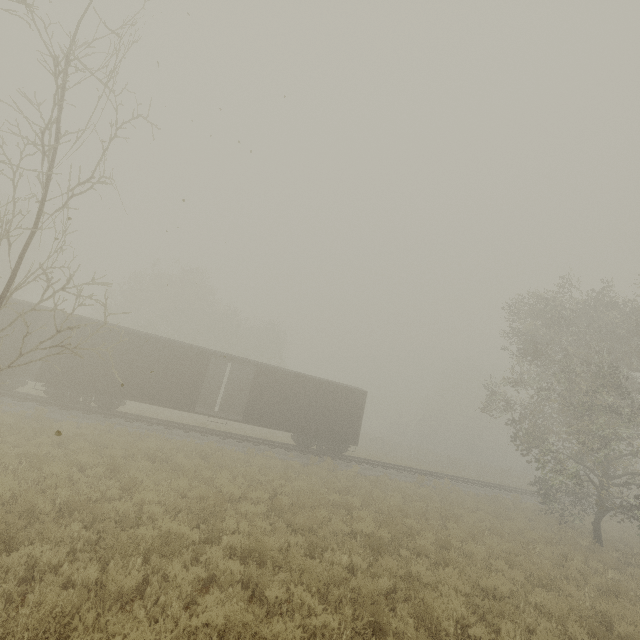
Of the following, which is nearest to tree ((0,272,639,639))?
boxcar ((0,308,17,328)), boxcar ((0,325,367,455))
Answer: boxcar ((0,325,367,455))

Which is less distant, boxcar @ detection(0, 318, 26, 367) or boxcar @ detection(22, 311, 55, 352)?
boxcar @ detection(0, 318, 26, 367)

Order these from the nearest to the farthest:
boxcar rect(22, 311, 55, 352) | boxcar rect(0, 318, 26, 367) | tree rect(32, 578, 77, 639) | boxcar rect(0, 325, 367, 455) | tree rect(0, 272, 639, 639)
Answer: tree rect(32, 578, 77, 639)
tree rect(0, 272, 639, 639)
boxcar rect(0, 318, 26, 367)
boxcar rect(22, 311, 55, 352)
boxcar rect(0, 325, 367, 455)

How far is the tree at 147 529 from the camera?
6.53m

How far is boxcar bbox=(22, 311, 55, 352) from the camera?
16.5m

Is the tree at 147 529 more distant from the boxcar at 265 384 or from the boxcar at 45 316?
the boxcar at 45 316

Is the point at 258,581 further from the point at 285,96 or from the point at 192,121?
the point at 192,121
